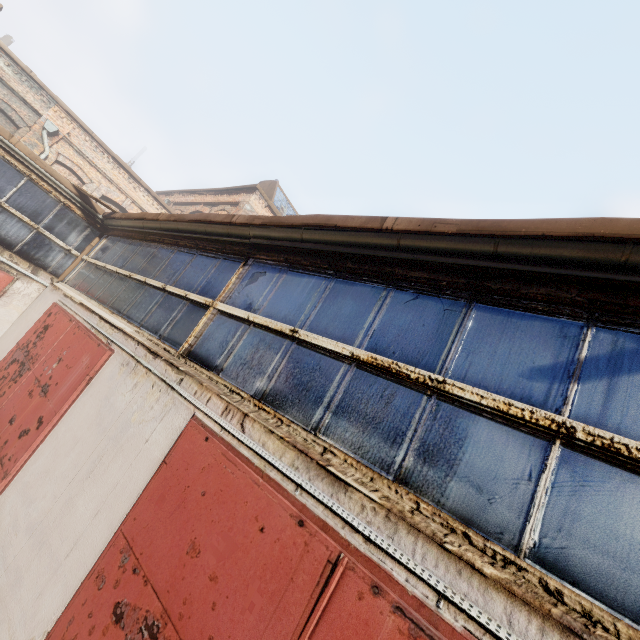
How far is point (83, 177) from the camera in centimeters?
1458cm
